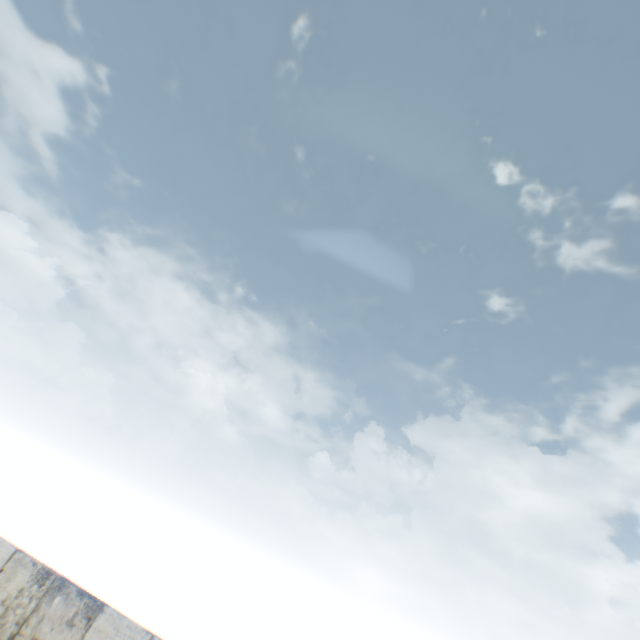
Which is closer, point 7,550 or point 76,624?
point 76,624
